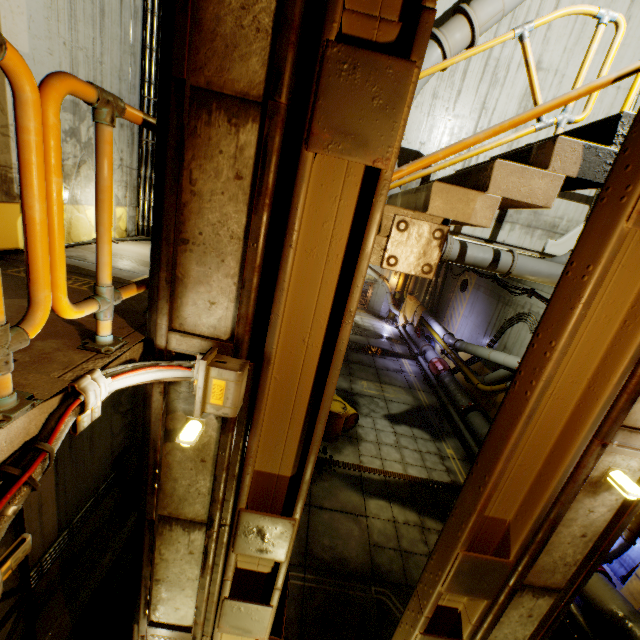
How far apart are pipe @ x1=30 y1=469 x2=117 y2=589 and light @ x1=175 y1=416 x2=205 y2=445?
4.4m

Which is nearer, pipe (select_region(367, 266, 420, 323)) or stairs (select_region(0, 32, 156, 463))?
stairs (select_region(0, 32, 156, 463))

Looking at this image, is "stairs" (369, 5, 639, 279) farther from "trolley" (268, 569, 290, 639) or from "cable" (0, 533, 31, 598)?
"trolley" (268, 569, 290, 639)

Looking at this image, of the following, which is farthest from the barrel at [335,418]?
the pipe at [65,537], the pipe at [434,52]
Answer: the pipe at [65,537]

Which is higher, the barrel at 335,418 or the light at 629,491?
the light at 629,491

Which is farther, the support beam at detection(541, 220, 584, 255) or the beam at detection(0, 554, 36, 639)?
the support beam at detection(541, 220, 584, 255)

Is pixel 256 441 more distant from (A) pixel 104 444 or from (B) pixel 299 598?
(B) pixel 299 598

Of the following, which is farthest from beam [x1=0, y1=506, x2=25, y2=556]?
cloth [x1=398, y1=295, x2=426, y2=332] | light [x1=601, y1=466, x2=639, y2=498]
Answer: cloth [x1=398, y1=295, x2=426, y2=332]
